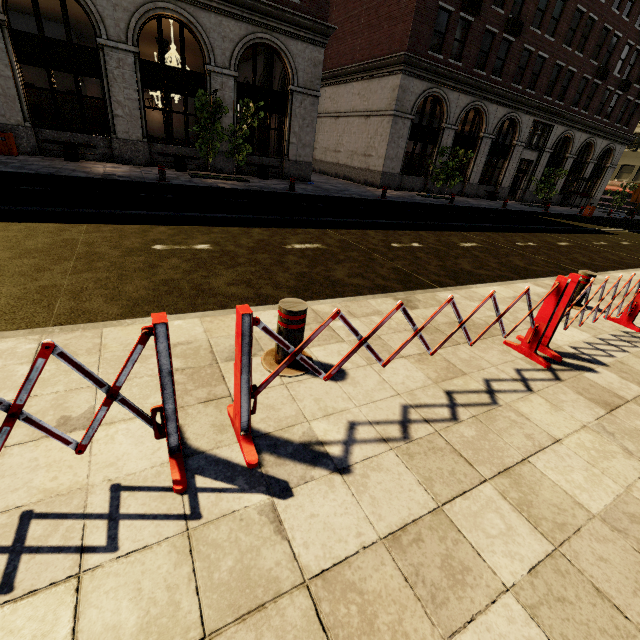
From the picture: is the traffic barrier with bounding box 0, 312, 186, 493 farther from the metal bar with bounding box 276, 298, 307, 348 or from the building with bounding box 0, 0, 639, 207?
the building with bounding box 0, 0, 639, 207

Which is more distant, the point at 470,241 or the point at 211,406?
the point at 470,241

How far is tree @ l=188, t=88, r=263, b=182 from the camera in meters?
12.4 m

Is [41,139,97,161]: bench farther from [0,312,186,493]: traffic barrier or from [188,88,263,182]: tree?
[0,312,186,493]: traffic barrier

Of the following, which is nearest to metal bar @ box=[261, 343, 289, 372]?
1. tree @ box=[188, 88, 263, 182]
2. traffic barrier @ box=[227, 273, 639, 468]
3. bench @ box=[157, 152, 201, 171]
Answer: traffic barrier @ box=[227, 273, 639, 468]

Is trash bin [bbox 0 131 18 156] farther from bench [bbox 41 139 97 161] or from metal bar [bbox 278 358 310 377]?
metal bar [bbox 278 358 310 377]

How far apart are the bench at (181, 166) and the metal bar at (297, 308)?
14.96m

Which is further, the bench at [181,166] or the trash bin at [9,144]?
the bench at [181,166]
